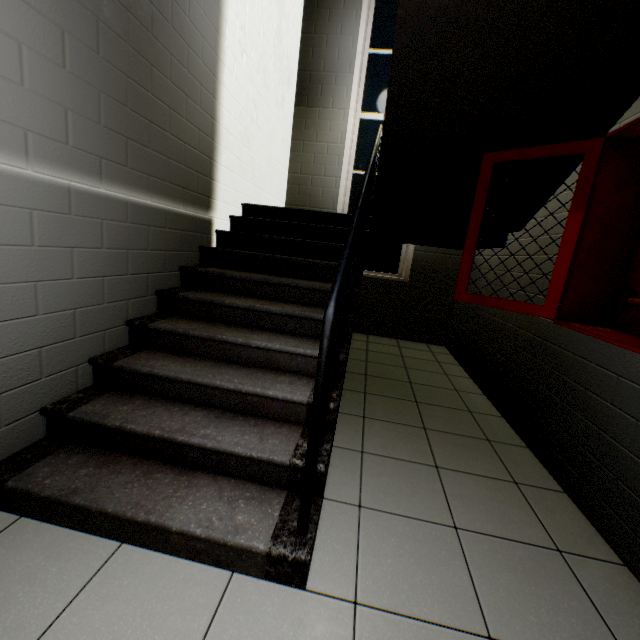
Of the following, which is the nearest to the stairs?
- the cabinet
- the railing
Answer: the railing

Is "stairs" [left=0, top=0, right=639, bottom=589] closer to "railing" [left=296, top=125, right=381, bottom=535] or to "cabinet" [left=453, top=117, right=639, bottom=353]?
"railing" [left=296, top=125, right=381, bottom=535]

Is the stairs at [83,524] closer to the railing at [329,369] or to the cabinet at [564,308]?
the railing at [329,369]

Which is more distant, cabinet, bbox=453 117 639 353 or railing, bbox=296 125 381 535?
cabinet, bbox=453 117 639 353

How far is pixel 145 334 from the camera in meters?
2.2

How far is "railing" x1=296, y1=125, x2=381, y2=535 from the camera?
1.1 meters
